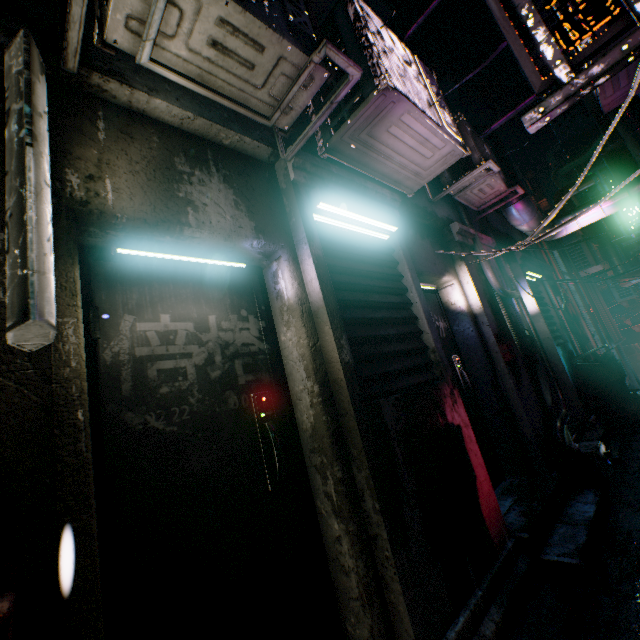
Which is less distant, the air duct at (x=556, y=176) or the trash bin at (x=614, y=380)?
the trash bin at (x=614, y=380)

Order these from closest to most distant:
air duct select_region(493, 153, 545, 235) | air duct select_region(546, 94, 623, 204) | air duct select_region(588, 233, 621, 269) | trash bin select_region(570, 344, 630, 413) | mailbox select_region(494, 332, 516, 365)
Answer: mailbox select_region(494, 332, 516, 365), air duct select_region(493, 153, 545, 235), trash bin select_region(570, 344, 630, 413), air duct select_region(546, 94, 623, 204), air duct select_region(588, 233, 621, 269)

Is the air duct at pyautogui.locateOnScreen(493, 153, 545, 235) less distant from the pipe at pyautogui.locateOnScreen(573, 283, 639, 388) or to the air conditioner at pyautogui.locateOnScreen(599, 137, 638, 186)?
the air conditioner at pyautogui.locateOnScreen(599, 137, 638, 186)

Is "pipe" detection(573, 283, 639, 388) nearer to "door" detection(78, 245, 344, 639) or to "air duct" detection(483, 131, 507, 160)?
"air duct" detection(483, 131, 507, 160)

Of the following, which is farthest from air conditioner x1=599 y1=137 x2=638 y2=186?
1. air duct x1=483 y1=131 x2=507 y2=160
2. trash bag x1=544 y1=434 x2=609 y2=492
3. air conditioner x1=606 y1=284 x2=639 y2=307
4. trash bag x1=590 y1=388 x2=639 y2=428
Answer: air conditioner x1=606 y1=284 x2=639 y2=307

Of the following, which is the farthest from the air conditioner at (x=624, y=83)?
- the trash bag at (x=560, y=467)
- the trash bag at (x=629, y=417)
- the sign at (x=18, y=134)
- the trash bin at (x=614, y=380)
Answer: the sign at (x=18, y=134)

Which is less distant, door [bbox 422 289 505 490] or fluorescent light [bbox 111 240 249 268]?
fluorescent light [bbox 111 240 249 268]

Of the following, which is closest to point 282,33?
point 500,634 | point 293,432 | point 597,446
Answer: point 293,432
